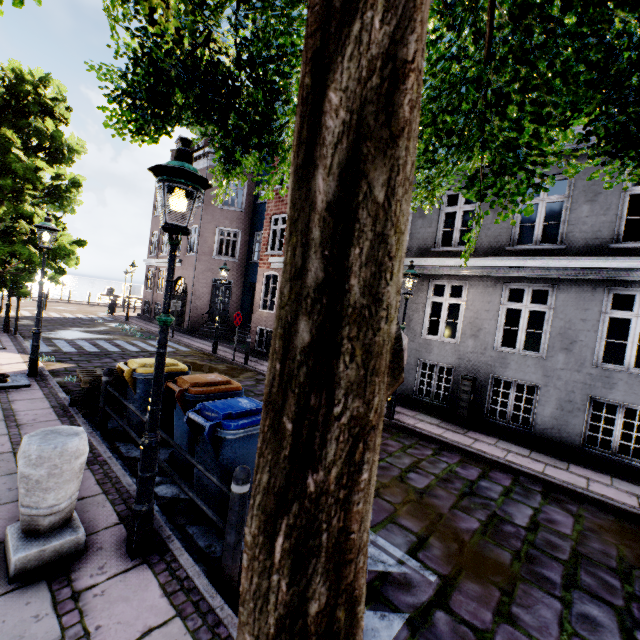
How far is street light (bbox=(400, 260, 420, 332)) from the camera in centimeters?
778cm

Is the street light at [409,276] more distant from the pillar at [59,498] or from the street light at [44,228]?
the street light at [44,228]

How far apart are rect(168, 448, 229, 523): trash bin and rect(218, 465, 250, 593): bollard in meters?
0.5

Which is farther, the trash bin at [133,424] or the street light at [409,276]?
the street light at [409,276]

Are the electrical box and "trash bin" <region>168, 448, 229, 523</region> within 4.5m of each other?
no

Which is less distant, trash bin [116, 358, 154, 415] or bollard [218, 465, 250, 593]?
bollard [218, 465, 250, 593]

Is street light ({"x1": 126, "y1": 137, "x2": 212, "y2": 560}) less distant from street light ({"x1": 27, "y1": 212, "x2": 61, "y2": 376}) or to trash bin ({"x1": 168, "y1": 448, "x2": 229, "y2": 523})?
trash bin ({"x1": 168, "y1": 448, "x2": 229, "y2": 523})

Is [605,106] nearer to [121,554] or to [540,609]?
[540,609]
